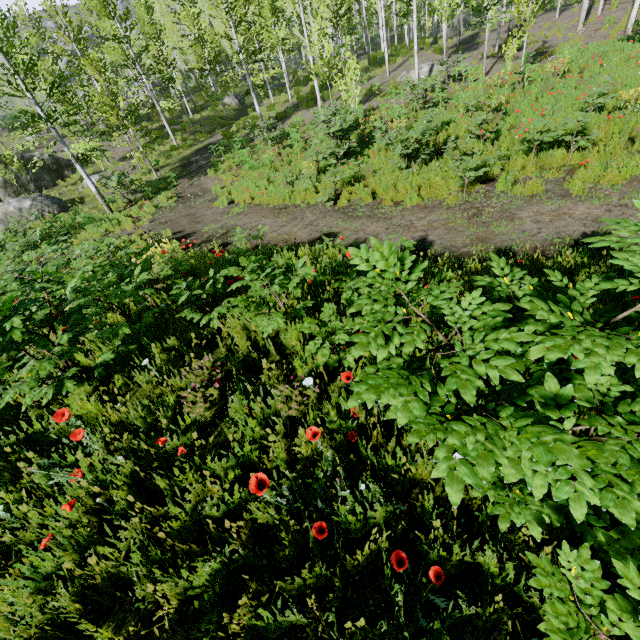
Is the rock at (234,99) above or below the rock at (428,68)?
above

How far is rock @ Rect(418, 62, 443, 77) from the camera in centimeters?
2050cm

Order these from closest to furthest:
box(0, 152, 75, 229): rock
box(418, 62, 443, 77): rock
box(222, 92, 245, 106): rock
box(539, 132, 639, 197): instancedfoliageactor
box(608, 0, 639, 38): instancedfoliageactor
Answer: box(539, 132, 639, 197): instancedfoliageactor
box(608, 0, 639, 38): instancedfoliageactor
box(0, 152, 75, 229): rock
box(418, 62, 443, 77): rock
box(222, 92, 245, 106): rock

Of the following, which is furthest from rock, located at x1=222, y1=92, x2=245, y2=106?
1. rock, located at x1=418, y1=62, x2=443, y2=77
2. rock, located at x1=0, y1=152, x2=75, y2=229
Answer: rock, located at x1=418, y1=62, x2=443, y2=77

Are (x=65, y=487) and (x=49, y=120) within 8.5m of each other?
no

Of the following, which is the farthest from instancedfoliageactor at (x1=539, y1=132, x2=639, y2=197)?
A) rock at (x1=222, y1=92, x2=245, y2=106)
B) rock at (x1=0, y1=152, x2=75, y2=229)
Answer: rock at (x1=0, y1=152, x2=75, y2=229)

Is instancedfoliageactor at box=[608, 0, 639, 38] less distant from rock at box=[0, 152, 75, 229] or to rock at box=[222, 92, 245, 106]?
rock at box=[222, 92, 245, 106]

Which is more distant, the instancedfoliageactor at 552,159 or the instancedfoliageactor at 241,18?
the instancedfoliageactor at 552,159
